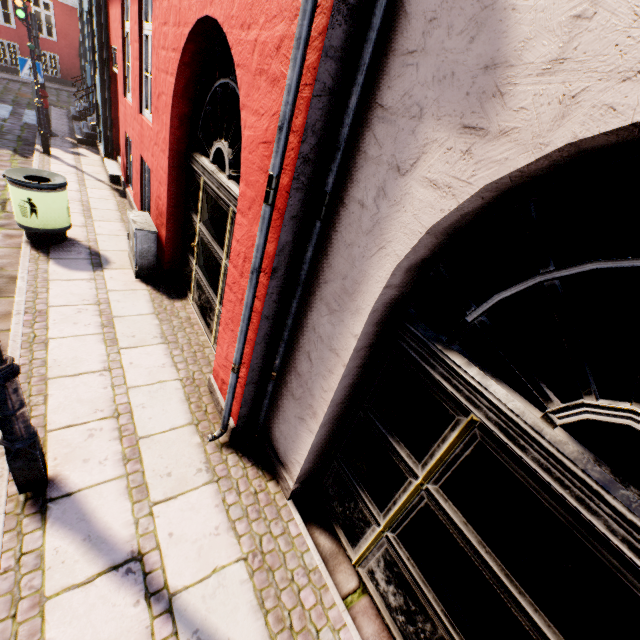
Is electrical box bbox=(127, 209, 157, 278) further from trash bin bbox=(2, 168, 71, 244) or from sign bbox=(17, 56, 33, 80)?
sign bbox=(17, 56, 33, 80)

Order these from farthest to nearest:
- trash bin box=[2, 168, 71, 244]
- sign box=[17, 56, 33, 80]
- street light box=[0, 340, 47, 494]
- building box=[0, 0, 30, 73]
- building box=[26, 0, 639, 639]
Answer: building box=[0, 0, 30, 73] < sign box=[17, 56, 33, 80] < trash bin box=[2, 168, 71, 244] < street light box=[0, 340, 47, 494] < building box=[26, 0, 639, 639]

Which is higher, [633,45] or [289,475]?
[633,45]

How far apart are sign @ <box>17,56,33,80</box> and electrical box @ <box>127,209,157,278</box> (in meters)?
8.05

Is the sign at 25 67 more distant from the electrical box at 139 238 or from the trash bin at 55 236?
the electrical box at 139 238

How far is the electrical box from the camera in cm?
482

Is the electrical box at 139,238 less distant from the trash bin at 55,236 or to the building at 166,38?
the building at 166,38

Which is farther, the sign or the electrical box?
the sign
